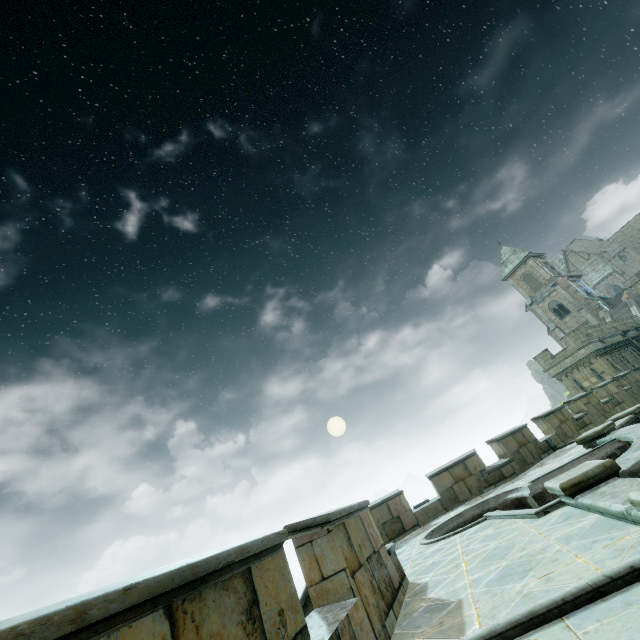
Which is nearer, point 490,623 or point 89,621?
point 89,621

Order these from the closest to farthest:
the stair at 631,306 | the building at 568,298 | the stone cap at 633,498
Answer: the stone cap at 633,498 < the stair at 631,306 < the building at 568,298

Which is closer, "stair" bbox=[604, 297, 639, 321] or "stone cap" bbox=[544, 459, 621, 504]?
"stone cap" bbox=[544, 459, 621, 504]

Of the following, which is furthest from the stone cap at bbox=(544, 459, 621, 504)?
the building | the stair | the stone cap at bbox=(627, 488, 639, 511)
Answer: the stair

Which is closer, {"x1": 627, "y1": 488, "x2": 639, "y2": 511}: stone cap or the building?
{"x1": 627, "y1": 488, "x2": 639, "y2": 511}: stone cap

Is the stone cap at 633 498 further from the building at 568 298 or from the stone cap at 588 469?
the building at 568 298

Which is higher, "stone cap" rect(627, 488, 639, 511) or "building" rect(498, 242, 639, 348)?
"building" rect(498, 242, 639, 348)

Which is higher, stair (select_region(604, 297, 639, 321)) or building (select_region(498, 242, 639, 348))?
building (select_region(498, 242, 639, 348))
